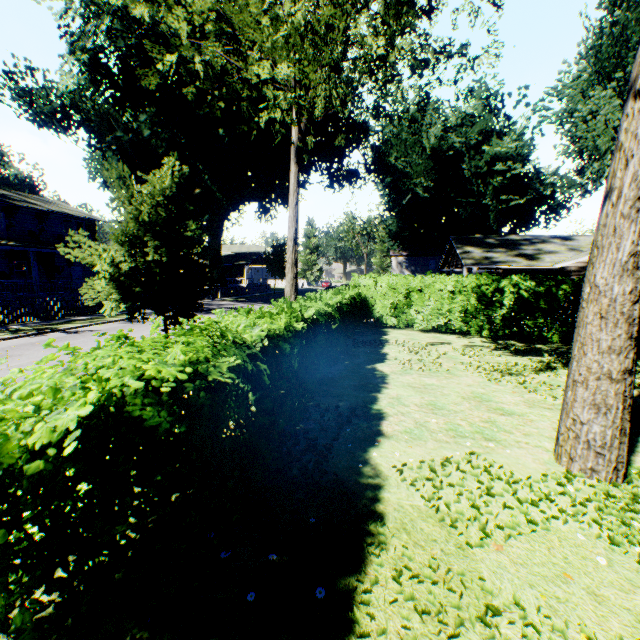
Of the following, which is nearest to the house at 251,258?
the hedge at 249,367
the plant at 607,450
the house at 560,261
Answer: the plant at 607,450

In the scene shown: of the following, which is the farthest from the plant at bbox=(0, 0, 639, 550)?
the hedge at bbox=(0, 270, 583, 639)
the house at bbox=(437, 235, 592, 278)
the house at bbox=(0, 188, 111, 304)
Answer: the hedge at bbox=(0, 270, 583, 639)

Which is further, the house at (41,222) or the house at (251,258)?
the house at (251,258)

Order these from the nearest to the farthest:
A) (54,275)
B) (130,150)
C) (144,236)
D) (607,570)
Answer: (607,570) < (144,236) < (130,150) < (54,275)

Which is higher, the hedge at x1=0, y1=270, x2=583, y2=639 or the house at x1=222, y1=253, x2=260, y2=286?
the house at x1=222, y1=253, x2=260, y2=286

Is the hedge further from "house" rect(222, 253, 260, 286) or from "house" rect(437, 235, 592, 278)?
"house" rect(222, 253, 260, 286)

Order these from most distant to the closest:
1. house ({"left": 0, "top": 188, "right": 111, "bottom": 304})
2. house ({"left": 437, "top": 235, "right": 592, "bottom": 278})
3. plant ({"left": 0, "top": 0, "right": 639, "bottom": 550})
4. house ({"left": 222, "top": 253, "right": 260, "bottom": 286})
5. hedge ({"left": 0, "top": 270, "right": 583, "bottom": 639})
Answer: house ({"left": 222, "top": 253, "right": 260, "bottom": 286}) < house ({"left": 0, "top": 188, "right": 111, "bottom": 304}) < house ({"left": 437, "top": 235, "right": 592, "bottom": 278}) < plant ({"left": 0, "top": 0, "right": 639, "bottom": 550}) < hedge ({"left": 0, "top": 270, "right": 583, "bottom": 639})

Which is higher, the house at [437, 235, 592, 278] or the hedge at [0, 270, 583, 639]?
the house at [437, 235, 592, 278]
